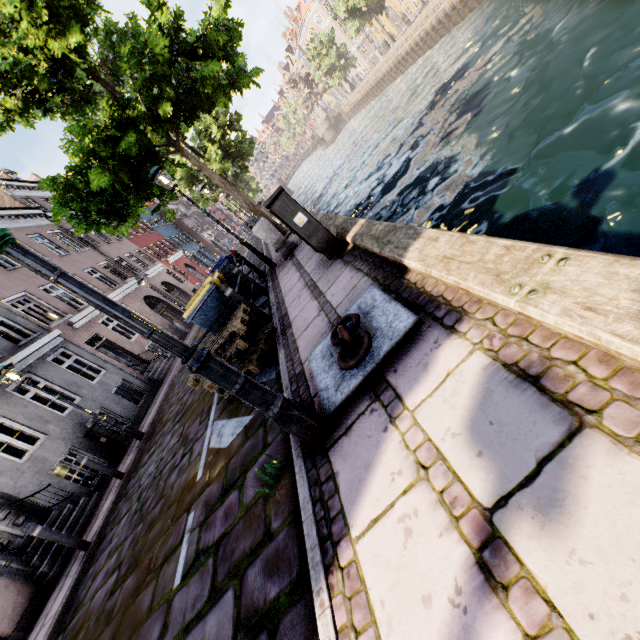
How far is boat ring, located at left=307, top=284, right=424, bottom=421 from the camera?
2.3 meters

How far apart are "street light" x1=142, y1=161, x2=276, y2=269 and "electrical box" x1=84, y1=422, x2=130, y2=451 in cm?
746

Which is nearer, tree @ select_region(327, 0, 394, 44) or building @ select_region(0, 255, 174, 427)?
building @ select_region(0, 255, 174, 427)

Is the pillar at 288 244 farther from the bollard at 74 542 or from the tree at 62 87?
the bollard at 74 542

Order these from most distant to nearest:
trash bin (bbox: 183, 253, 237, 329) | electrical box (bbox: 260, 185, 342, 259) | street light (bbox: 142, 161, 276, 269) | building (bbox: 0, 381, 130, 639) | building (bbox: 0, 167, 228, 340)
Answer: building (bbox: 0, 167, 228, 340) → street light (bbox: 142, 161, 276, 269) → building (bbox: 0, 381, 130, 639) → trash bin (bbox: 183, 253, 237, 329) → electrical box (bbox: 260, 185, 342, 259)

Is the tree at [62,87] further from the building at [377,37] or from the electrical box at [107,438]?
the electrical box at [107,438]

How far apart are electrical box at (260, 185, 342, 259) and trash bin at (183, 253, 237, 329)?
1.83m

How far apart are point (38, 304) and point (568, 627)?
18.0m
